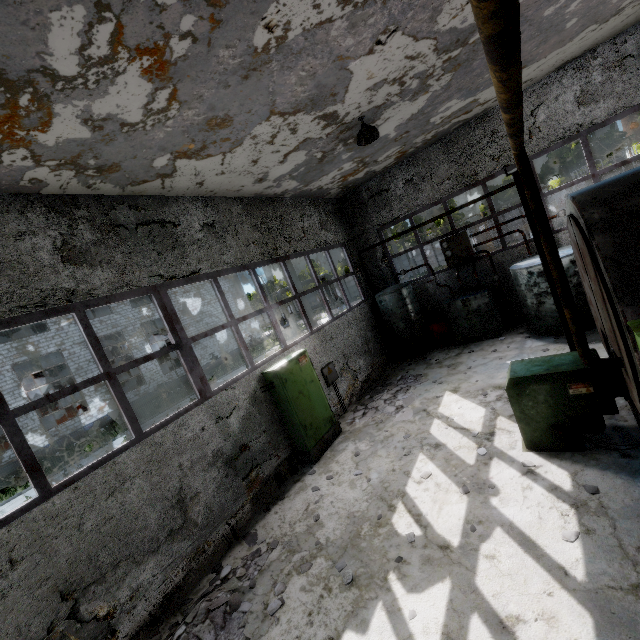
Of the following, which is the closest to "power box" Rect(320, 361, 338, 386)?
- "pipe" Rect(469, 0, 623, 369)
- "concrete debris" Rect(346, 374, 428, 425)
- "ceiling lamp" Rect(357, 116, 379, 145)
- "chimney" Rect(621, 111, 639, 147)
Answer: "concrete debris" Rect(346, 374, 428, 425)

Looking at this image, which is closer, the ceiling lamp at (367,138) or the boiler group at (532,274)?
the ceiling lamp at (367,138)

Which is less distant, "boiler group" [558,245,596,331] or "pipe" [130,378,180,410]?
"boiler group" [558,245,596,331]

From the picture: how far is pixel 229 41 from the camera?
3.7m

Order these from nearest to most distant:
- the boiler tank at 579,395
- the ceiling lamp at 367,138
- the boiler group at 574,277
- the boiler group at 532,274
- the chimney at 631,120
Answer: the boiler tank at 579,395, the ceiling lamp at 367,138, the boiler group at 574,277, the boiler group at 532,274, the chimney at 631,120

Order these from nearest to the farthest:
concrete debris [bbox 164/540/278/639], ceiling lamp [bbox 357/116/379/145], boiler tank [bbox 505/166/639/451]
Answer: boiler tank [bbox 505/166/639/451] → concrete debris [bbox 164/540/278/639] → ceiling lamp [bbox 357/116/379/145]

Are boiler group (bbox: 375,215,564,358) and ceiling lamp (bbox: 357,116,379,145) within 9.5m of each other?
yes

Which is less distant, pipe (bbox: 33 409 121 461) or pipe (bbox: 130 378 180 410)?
pipe (bbox: 33 409 121 461)
